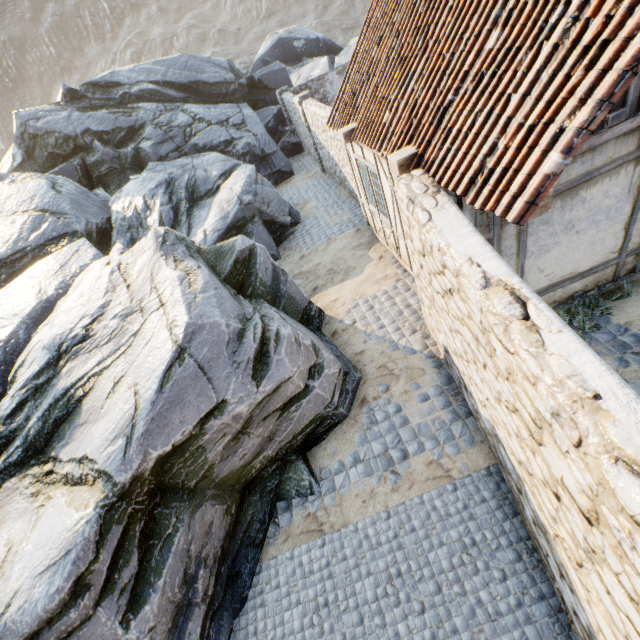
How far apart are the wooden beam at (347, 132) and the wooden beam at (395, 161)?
2.6 meters

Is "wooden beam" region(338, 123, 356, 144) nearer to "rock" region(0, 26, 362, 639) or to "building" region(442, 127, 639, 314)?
"building" region(442, 127, 639, 314)

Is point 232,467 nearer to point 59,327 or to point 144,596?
point 144,596

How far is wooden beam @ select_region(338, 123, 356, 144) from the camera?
7.19m

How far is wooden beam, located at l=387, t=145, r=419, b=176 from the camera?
4.9 meters

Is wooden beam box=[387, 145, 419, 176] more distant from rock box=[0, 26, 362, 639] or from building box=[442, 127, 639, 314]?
rock box=[0, 26, 362, 639]

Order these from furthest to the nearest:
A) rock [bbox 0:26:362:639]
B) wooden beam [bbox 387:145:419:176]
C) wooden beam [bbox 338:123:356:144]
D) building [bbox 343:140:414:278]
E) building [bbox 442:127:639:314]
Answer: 1. wooden beam [bbox 338:123:356:144]
2. building [bbox 343:140:414:278]
3. wooden beam [bbox 387:145:419:176]
4. building [bbox 442:127:639:314]
5. rock [bbox 0:26:362:639]

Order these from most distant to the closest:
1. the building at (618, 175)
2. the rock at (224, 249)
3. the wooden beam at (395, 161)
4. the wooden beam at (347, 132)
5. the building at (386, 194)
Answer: the wooden beam at (347, 132) < the building at (386, 194) < the wooden beam at (395, 161) < the building at (618, 175) < the rock at (224, 249)
